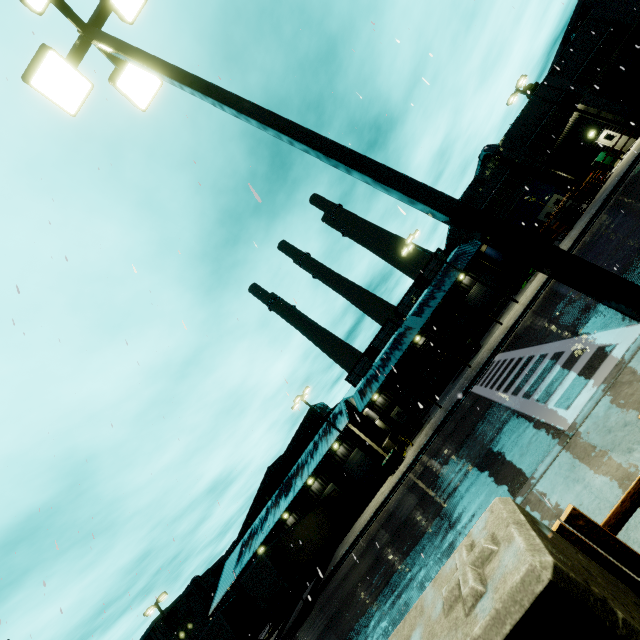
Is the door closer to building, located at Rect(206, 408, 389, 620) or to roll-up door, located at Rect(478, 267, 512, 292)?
building, located at Rect(206, 408, 389, 620)

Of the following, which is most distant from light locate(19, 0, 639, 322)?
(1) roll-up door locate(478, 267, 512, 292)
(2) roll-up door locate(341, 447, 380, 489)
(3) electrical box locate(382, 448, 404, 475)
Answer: (1) roll-up door locate(478, 267, 512, 292)

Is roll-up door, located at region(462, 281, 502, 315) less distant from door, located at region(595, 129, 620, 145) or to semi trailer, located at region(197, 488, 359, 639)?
door, located at region(595, 129, 620, 145)

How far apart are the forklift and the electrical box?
10.3m

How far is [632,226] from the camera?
12.1m

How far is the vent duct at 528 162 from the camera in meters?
30.9

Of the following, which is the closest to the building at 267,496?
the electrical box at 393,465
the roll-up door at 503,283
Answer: the roll-up door at 503,283

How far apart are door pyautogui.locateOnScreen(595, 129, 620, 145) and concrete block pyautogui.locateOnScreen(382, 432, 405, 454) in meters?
31.5 m
